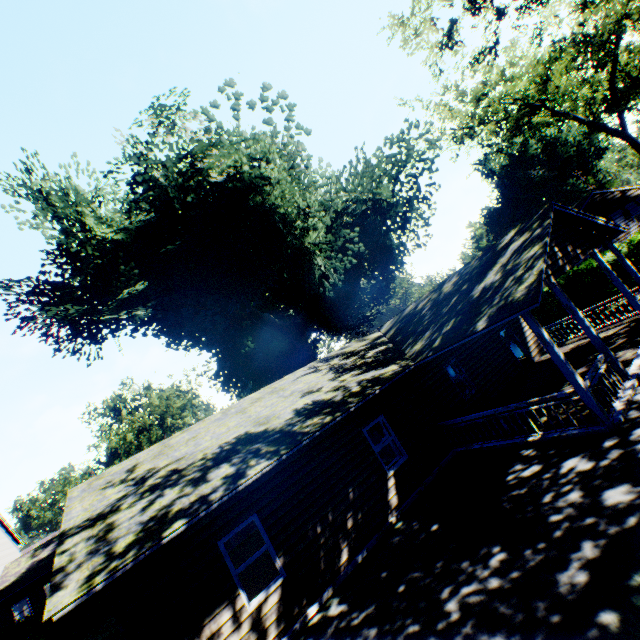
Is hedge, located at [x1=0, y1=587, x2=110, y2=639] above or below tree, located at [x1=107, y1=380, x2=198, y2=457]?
below

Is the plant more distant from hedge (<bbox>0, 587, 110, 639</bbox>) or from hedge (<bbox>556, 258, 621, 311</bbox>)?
hedge (<bbox>556, 258, 621, 311</bbox>)

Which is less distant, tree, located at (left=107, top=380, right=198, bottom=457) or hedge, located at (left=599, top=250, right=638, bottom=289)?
hedge, located at (left=599, top=250, right=638, bottom=289)

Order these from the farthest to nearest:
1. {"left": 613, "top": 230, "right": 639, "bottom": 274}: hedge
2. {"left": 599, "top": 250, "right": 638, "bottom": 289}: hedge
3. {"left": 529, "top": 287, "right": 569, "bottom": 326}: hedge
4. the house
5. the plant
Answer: {"left": 529, "top": 287, "right": 569, "bottom": 326}: hedge, the plant, {"left": 599, "top": 250, "right": 638, "bottom": 289}: hedge, {"left": 613, "top": 230, "right": 639, "bottom": 274}: hedge, the house

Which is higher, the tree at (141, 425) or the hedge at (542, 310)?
the tree at (141, 425)

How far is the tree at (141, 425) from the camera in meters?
42.6 m

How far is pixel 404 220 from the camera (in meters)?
22.28

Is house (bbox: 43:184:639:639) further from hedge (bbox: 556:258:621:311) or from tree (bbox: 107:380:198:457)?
tree (bbox: 107:380:198:457)
